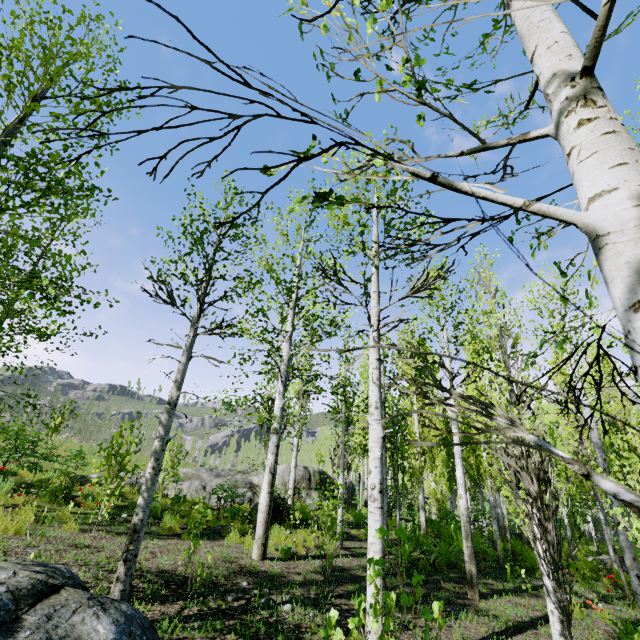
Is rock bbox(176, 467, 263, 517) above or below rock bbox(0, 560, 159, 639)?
above

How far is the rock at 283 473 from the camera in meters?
16.2

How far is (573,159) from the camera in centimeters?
95cm

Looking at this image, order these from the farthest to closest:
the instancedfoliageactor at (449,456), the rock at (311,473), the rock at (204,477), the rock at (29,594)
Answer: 1. the rock at (311,473)
2. the rock at (204,477)
3. the rock at (29,594)
4. the instancedfoliageactor at (449,456)

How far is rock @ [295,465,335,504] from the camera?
16.0 meters

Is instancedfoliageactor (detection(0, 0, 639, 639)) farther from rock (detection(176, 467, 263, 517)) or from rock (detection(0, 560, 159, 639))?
rock (detection(0, 560, 159, 639))
